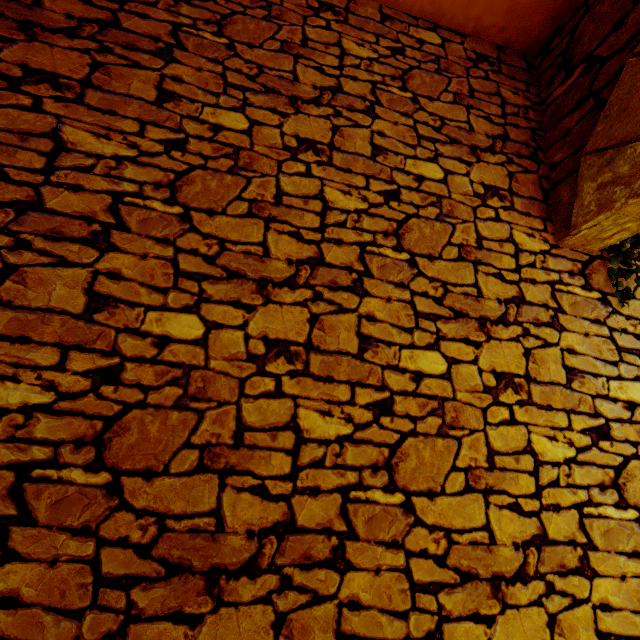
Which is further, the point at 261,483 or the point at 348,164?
the point at 348,164
